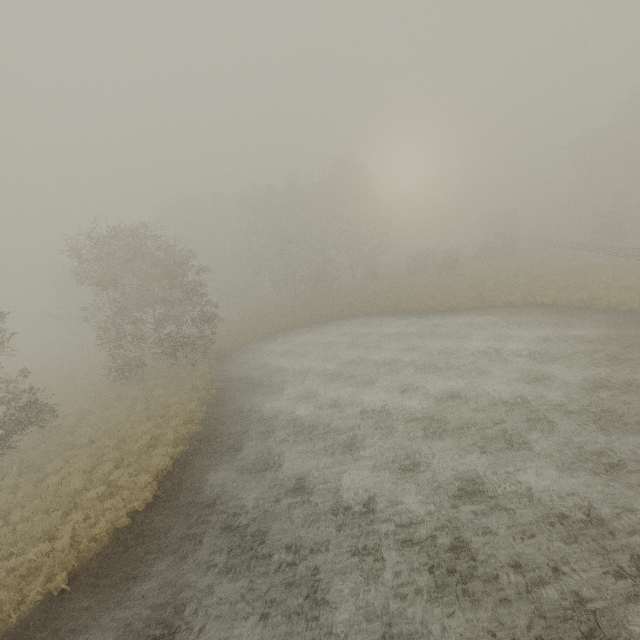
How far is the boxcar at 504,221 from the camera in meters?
58.0 m

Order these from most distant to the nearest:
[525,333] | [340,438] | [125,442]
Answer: [525,333]
[125,442]
[340,438]

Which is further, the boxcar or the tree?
the boxcar

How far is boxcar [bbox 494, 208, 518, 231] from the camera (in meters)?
58.03

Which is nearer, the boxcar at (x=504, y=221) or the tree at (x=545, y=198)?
the tree at (x=545, y=198)
